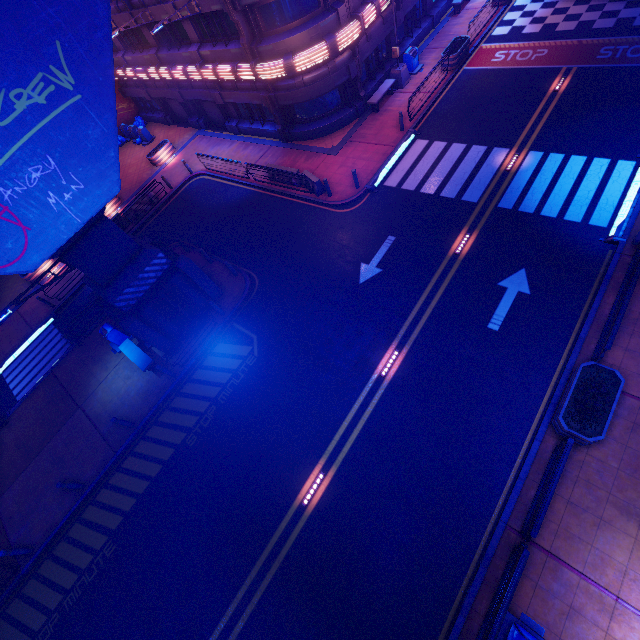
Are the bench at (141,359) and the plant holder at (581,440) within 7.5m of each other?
no

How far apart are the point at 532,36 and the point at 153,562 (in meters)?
32.97

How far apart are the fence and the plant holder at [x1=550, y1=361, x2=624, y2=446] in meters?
14.0

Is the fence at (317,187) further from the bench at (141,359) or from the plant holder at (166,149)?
the plant holder at (166,149)

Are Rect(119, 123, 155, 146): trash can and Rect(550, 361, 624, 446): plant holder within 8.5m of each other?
no

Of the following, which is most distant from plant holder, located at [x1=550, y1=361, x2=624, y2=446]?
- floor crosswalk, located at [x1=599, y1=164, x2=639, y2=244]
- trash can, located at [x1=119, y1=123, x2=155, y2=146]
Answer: trash can, located at [x1=119, y1=123, x2=155, y2=146]

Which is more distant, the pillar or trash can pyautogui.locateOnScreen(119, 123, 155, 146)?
trash can pyautogui.locateOnScreen(119, 123, 155, 146)

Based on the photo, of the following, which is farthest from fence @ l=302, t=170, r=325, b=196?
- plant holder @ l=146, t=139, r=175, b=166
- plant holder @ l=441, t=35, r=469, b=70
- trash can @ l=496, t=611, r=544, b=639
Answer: trash can @ l=496, t=611, r=544, b=639
